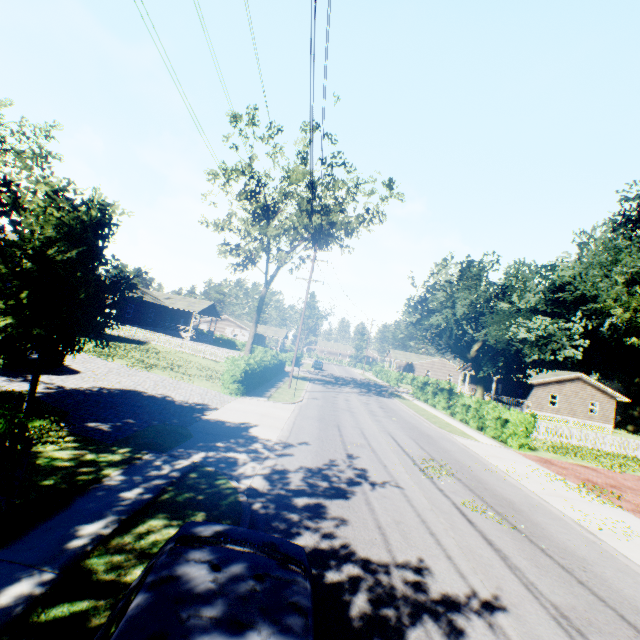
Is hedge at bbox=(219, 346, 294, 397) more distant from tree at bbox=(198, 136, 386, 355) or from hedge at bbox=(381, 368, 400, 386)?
hedge at bbox=(381, 368, 400, 386)

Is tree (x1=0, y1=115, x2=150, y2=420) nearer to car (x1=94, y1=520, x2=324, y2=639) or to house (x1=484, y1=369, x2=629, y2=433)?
car (x1=94, y1=520, x2=324, y2=639)

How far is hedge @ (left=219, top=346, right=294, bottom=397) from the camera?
18.38m

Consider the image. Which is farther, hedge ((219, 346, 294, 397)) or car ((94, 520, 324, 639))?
hedge ((219, 346, 294, 397))

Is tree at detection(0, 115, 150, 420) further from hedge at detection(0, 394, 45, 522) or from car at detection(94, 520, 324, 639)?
car at detection(94, 520, 324, 639)

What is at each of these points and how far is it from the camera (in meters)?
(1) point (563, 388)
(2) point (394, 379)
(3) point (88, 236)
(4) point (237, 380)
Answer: (1) house, 40.22
(2) hedge, 51.62
(3) tree, 7.60
(4) hedge, 20.64

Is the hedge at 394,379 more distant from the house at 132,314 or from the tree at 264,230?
the tree at 264,230

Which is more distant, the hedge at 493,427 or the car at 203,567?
the hedge at 493,427
